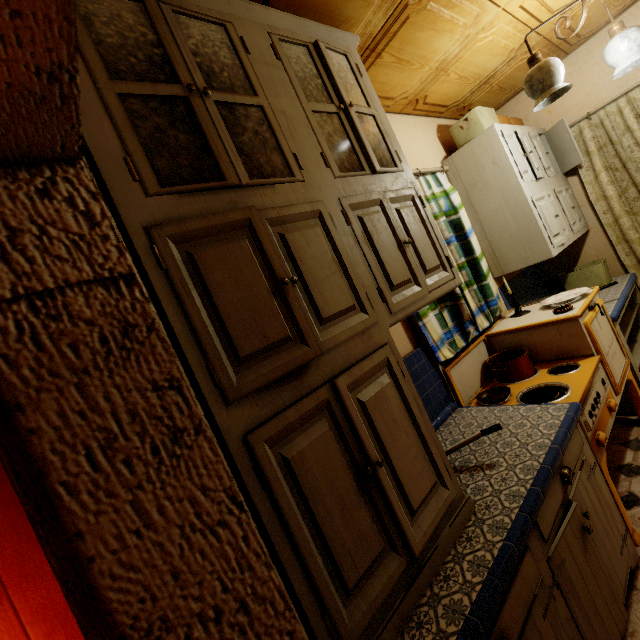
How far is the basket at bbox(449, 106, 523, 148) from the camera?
2.6m

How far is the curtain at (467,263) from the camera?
2.1m

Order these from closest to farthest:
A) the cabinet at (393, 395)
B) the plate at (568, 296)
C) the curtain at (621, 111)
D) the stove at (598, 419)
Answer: the cabinet at (393, 395) → the stove at (598, 419) → the plate at (568, 296) → the curtain at (621, 111)

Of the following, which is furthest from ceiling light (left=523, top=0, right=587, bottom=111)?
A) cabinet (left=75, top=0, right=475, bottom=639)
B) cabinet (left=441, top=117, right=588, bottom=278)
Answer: cabinet (left=75, top=0, right=475, bottom=639)

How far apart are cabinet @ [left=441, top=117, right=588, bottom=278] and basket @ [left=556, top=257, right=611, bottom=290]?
0.3 meters

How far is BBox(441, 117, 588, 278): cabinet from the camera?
2.5m

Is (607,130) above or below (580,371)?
above

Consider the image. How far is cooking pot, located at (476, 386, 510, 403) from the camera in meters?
1.9
